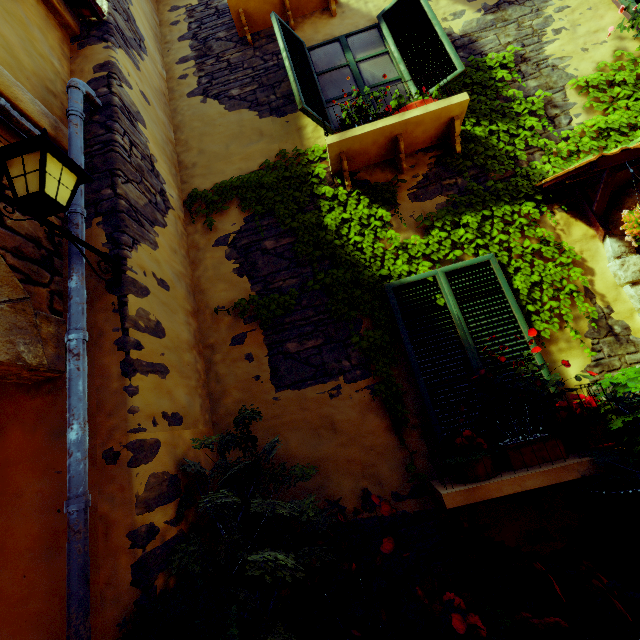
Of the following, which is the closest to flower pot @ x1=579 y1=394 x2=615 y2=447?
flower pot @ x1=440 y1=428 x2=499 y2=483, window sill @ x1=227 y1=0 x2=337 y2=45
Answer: flower pot @ x1=440 y1=428 x2=499 y2=483

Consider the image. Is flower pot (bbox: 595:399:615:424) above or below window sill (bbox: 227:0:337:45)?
below

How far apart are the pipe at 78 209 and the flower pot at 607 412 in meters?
3.4 m

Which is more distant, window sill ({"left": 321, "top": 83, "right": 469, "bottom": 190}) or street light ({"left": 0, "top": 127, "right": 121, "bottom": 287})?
window sill ({"left": 321, "top": 83, "right": 469, "bottom": 190})

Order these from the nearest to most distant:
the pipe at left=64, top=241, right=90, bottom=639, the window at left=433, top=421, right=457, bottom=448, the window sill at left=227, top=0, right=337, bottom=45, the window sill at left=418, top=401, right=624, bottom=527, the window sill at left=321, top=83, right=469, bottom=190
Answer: the pipe at left=64, top=241, right=90, bottom=639 < the window sill at left=418, top=401, right=624, bottom=527 < the window at left=433, top=421, right=457, bottom=448 < the window sill at left=321, top=83, right=469, bottom=190 < the window sill at left=227, top=0, right=337, bottom=45

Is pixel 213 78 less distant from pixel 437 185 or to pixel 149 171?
pixel 149 171

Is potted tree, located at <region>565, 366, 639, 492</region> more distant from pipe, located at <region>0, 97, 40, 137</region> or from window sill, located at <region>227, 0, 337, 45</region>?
window sill, located at <region>227, 0, 337, 45</region>

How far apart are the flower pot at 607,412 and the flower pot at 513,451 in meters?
0.1
